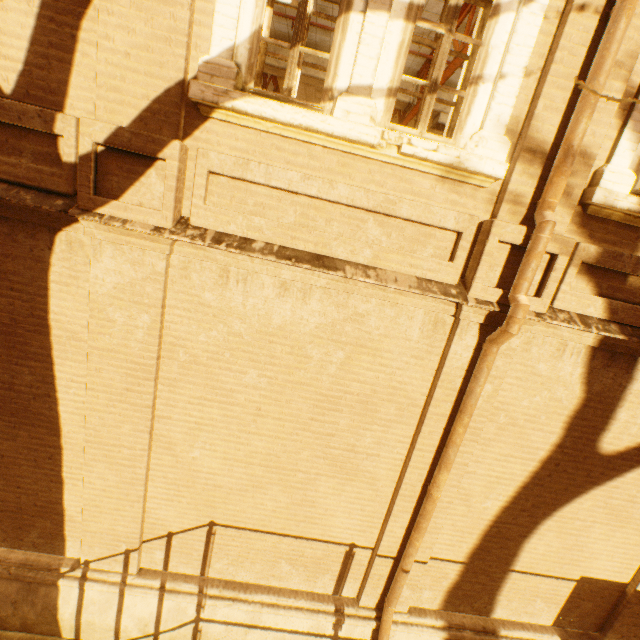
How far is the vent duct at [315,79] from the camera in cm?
788

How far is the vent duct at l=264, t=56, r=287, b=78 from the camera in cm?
780

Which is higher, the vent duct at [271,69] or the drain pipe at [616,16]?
the vent duct at [271,69]

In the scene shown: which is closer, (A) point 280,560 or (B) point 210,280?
(B) point 210,280

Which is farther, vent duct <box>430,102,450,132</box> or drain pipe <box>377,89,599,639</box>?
vent duct <box>430,102,450,132</box>
